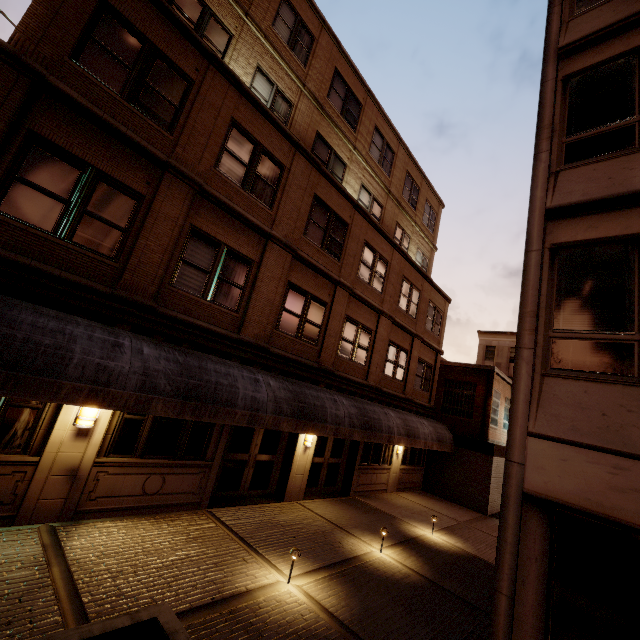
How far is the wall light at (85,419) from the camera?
6.62m

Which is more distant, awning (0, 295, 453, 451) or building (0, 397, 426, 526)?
building (0, 397, 426, 526)

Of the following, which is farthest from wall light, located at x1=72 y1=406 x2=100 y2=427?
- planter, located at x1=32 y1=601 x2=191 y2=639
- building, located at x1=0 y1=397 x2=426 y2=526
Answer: planter, located at x1=32 y1=601 x2=191 y2=639

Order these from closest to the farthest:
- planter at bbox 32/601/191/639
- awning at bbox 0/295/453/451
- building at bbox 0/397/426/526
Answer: planter at bbox 32/601/191/639 < awning at bbox 0/295/453/451 < building at bbox 0/397/426/526

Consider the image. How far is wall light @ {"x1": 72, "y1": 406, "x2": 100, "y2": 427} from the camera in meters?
6.6

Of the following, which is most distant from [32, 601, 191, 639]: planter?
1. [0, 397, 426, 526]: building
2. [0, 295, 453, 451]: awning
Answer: [0, 397, 426, 526]: building

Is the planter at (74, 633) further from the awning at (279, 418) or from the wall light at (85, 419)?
the wall light at (85, 419)

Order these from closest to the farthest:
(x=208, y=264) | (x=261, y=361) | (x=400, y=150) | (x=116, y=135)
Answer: (x=116, y=135), (x=208, y=264), (x=261, y=361), (x=400, y=150)
